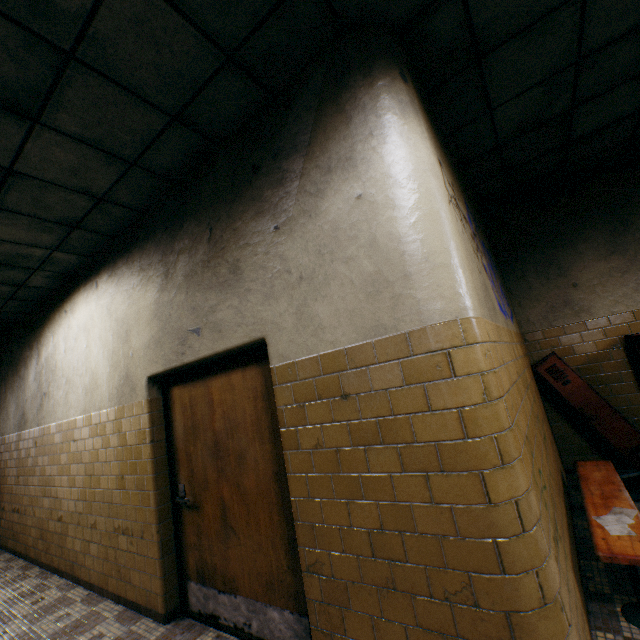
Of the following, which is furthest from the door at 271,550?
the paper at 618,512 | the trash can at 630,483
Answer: the trash can at 630,483

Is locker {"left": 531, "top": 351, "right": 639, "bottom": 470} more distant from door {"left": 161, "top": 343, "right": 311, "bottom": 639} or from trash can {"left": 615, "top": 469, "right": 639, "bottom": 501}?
door {"left": 161, "top": 343, "right": 311, "bottom": 639}

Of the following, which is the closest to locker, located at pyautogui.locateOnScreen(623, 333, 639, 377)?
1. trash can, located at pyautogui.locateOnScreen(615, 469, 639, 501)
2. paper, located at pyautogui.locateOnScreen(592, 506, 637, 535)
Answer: trash can, located at pyautogui.locateOnScreen(615, 469, 639, 501)

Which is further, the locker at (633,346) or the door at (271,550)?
the locker at (633,346)

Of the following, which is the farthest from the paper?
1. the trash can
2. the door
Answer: the door

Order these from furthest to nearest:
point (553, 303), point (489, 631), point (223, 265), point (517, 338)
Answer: point (553, 303), point (517, 338), point (223, 265), point (489, 631)
